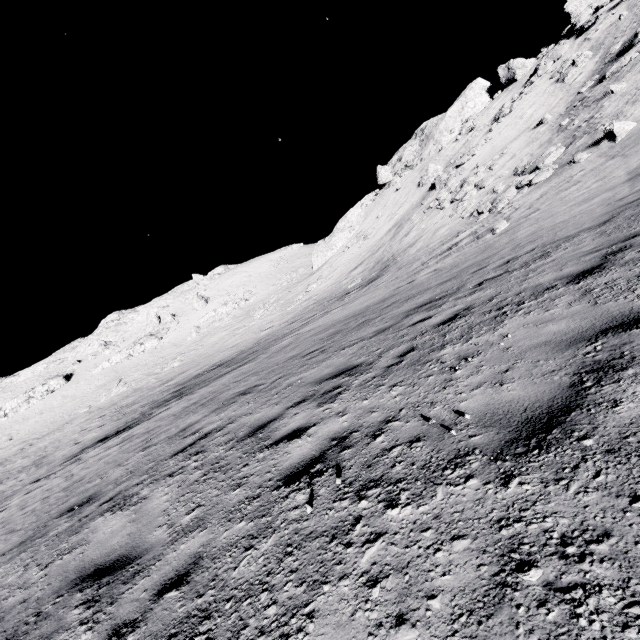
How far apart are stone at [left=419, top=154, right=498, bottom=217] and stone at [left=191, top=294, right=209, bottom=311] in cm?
4472

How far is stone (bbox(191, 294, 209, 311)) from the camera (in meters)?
57.31

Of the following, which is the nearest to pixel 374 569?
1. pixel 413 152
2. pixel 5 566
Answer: pixel 5 566

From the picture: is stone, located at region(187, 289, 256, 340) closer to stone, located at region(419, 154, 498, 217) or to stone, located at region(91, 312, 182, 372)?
stone, located at region(91, 312, 182, 372)

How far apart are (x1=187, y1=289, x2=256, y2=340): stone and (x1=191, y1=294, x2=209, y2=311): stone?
3.50m

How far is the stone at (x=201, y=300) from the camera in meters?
57.3

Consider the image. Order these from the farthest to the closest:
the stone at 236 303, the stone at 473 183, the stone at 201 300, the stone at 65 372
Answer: the stone at 201 300, the stone at 236 303, the stone at 65 372, the stone at 473 183

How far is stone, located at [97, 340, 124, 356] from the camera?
56.0m
